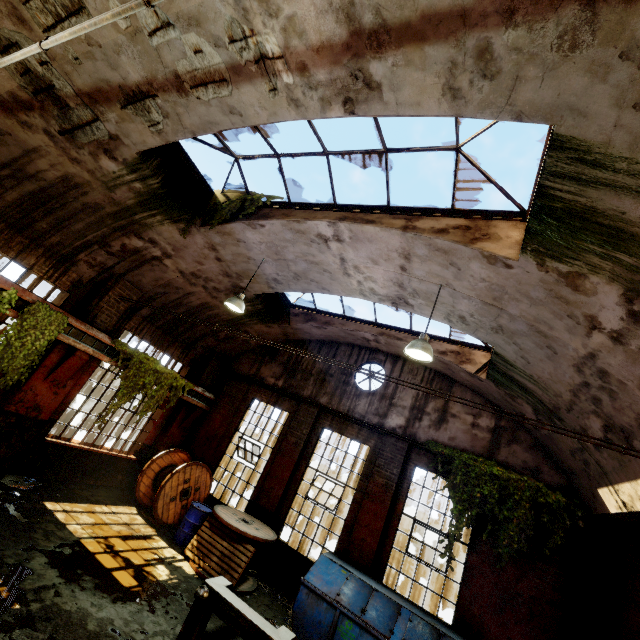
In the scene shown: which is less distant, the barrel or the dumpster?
the dumpster

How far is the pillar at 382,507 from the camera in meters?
8.6 m

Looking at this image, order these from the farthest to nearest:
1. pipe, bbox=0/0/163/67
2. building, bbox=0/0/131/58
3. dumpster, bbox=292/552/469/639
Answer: dumpster, bbox=292/552/469/639
building, bbox=0/0/131/58
pipe, bbox=0/0/163/67

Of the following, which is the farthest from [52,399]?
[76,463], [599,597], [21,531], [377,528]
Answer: [599,597]

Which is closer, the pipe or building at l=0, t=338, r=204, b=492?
the pipe

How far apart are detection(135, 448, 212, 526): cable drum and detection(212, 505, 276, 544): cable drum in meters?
1.7 m

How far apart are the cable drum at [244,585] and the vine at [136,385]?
3.5 meters

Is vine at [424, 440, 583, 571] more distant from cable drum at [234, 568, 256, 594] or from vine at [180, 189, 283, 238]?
vine at [180, 189, 283, 238]
